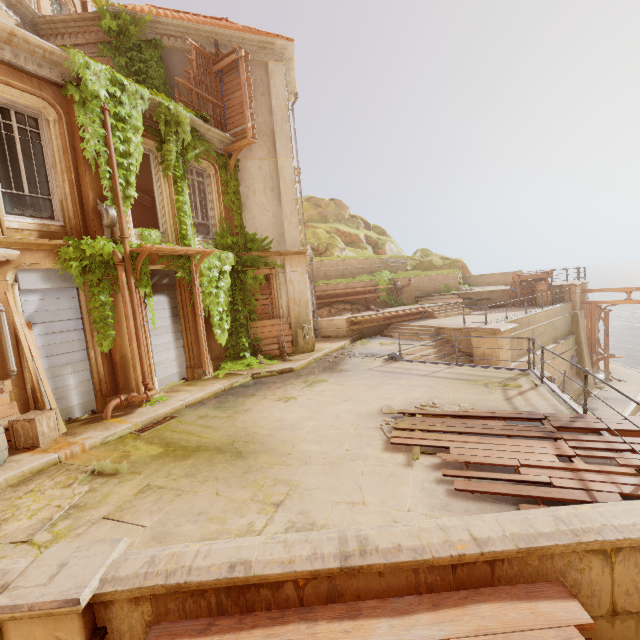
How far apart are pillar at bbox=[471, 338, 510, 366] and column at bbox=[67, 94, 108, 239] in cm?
1312

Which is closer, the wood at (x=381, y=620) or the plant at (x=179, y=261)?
the wood at (x=381, y=620)

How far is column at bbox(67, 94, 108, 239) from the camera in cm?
816

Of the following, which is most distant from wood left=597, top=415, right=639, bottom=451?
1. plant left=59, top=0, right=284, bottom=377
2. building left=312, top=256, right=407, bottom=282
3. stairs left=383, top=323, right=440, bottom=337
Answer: plant left=59, top=0, right=284, bottom=377

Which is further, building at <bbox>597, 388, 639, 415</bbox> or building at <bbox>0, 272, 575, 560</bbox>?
building at <bbox>597, 388, 639, 415</bbox>

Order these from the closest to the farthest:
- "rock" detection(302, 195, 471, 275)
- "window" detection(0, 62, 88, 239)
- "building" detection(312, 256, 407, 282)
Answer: "window" detection(0, 62, 88, 239), "building" detection(312, 256, 407, 282), "rock" detection(302, 195, 471, 275)

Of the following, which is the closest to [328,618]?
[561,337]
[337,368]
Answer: [337,368]

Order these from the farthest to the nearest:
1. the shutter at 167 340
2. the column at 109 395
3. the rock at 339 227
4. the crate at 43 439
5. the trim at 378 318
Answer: the rock at 339 227, the trim at 378 318, the shutter at 167 340, the column at 109 395, the crate at 43 439
